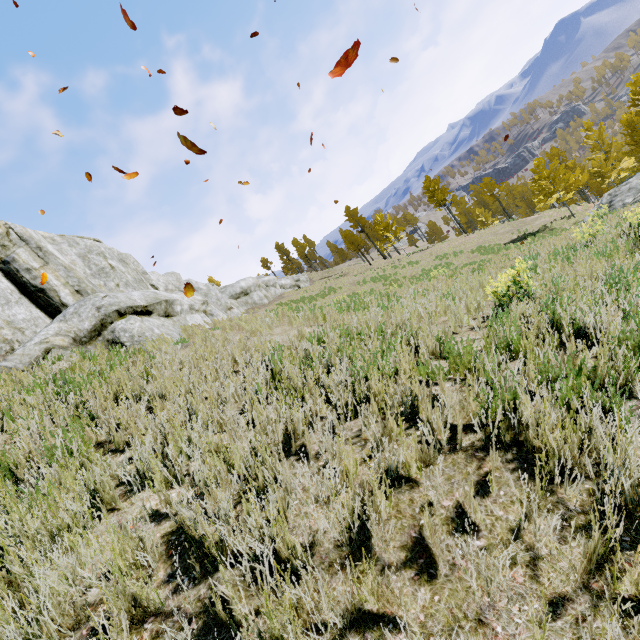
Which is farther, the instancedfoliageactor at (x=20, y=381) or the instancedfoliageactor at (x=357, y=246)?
the instancedfoliageactor at (x=357, y=246)

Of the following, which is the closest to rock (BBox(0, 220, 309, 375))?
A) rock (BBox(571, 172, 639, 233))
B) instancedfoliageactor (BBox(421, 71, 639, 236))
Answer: instancedfoliageactor (BBox(421, 71, 639, 236))

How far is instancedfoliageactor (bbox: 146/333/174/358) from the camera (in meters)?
5.88

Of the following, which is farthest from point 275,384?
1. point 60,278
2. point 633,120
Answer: point 633,120

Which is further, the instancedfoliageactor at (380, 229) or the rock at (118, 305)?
the instancedfoliageactor at (380, 229)

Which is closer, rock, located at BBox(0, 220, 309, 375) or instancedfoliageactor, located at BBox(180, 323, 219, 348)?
instancedfoliageactor, located at BBox(180, 323, 219, 348)

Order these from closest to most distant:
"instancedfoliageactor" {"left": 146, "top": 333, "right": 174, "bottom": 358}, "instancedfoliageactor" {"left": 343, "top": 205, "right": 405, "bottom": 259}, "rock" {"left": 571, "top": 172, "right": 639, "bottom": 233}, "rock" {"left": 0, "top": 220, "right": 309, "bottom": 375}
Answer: "instancedfoliageactor" {"left": 146, "top": 333, "right": 174, "bottom": 358} → "rock" {"left": 0, "top": 220, "right": 309, "bottom": 375} → "rock" {"left": 571, "top": 172, "right": 639, "bottom": 233} → "instancedfoliageactor" {"left": 343, "top": 205, "right": 405, "bottom": 259}

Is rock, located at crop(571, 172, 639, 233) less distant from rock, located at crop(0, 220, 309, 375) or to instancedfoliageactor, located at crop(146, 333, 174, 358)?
instancedfoliageactor, located at crop(146, 333, 174, 358)
